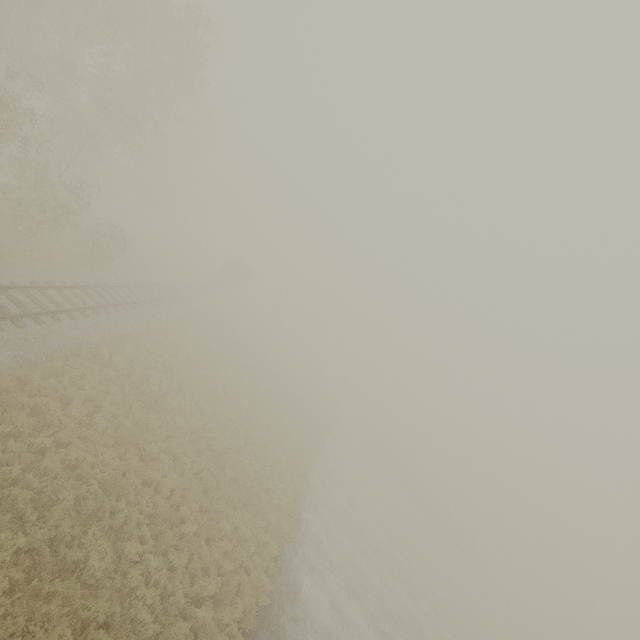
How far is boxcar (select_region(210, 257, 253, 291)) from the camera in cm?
4597

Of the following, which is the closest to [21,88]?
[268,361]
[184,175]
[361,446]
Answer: [268,361]

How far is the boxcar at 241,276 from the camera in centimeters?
4597cm
